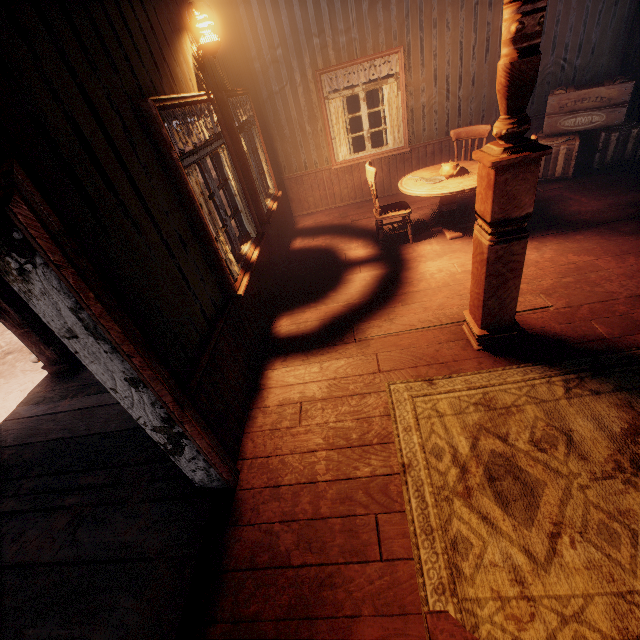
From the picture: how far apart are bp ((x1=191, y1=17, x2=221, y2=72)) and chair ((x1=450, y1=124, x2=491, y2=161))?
3.6m

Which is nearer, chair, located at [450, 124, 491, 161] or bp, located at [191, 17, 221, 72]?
bp, located at [191, 17, 221, 72]

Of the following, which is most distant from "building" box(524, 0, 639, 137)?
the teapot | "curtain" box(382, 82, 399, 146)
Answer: the teapot

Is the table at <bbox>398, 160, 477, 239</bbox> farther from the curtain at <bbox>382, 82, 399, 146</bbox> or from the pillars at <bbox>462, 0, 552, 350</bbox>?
the curtain at <bbox>382, 82, 399, 146</bbox>

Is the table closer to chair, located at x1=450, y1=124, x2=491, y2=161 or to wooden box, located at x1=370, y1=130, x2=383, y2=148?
chair, located at x1=450, y1=124, x2=491, y2=161

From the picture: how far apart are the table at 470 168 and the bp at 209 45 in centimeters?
326cm

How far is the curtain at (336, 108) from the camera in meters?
6.1

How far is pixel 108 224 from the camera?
1.7 meters
